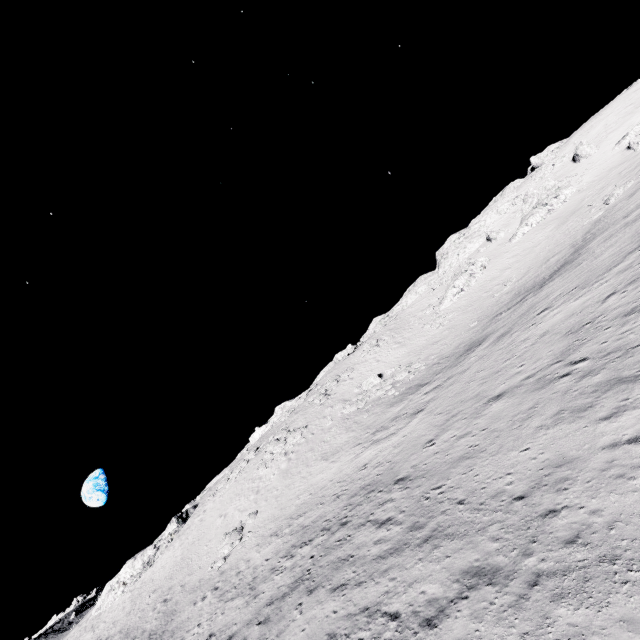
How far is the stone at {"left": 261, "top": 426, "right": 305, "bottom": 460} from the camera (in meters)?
37.70

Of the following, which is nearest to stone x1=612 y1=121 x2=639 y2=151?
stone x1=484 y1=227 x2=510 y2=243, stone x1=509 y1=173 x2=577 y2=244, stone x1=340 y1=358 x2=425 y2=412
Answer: stone x1=509 y1=173 x2=577 y2=244

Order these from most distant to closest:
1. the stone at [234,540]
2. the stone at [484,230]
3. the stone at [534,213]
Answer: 1. the stone at [484,230]
2. the stone at [534,213]
3. the stone at [234,540]

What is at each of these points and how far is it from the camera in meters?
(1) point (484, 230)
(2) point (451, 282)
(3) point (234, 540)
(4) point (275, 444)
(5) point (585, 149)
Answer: (1) stone, 57.1 m
(2) stone, 52.3 m
(3) stone, 28.0 m
(4) stone, 41.3 m
(5) stone, 51.0 m

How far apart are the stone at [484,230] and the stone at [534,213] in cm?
273

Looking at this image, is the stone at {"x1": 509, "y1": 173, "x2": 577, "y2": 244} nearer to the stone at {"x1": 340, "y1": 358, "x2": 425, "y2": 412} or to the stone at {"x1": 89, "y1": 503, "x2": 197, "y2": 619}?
the stone at {"x1": 340, "y1": 358, "x2": 425, "y2": 412}

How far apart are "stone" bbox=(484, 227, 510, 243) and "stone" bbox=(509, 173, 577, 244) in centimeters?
273cm

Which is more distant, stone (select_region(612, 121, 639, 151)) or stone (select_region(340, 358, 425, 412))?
stone (select_region(612, 121, 639, 151))
